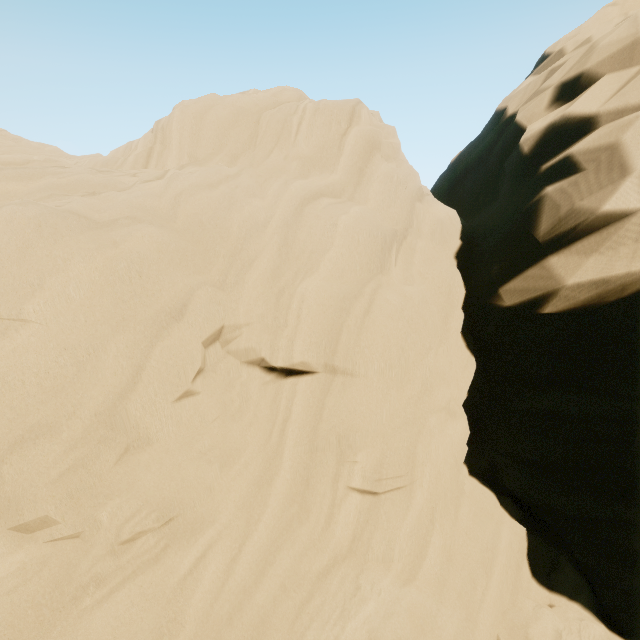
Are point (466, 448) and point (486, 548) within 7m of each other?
yes
